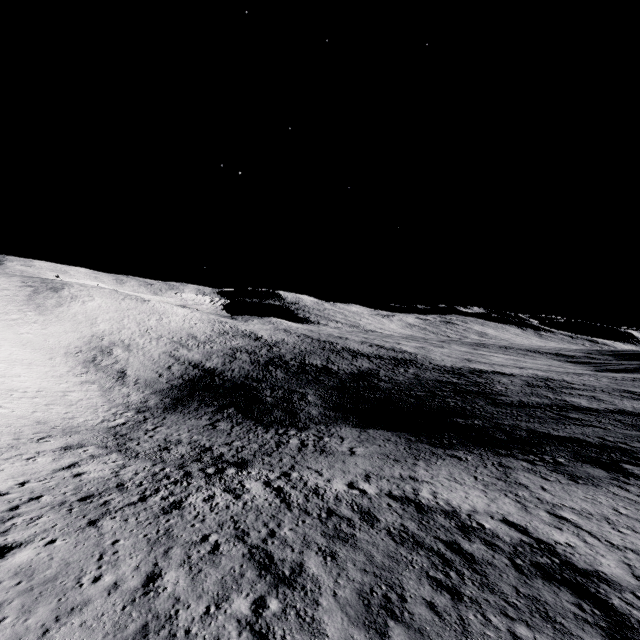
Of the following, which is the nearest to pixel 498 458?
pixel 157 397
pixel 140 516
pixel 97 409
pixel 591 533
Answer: pixel 591 533
